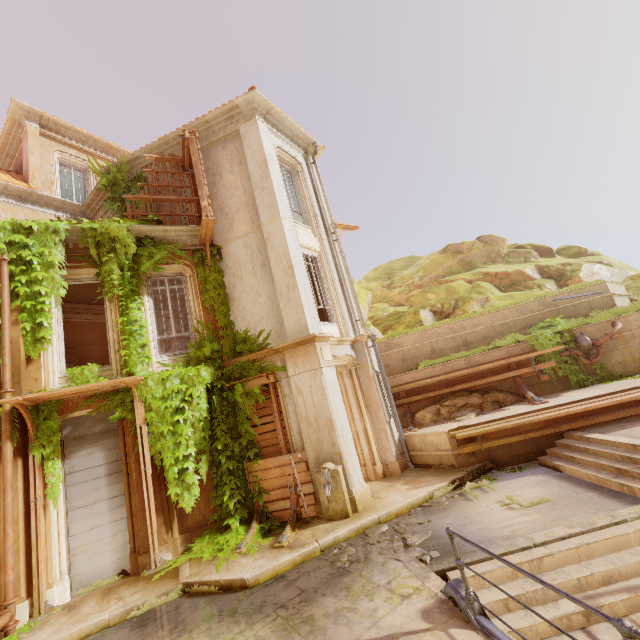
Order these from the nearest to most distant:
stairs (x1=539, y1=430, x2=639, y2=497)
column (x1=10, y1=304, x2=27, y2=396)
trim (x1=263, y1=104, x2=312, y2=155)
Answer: stairs (x1=539, y1=430, x2=639, y2=497) < column (x1=10, y1=304, x2=27, y2=396) < trim (x1=263, y1=104, x2=312, y2=155)

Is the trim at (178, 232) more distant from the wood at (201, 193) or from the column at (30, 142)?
the column at (30, 142)

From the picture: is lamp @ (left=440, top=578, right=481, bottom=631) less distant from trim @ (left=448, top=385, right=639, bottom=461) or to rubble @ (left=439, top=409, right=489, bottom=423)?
trim @ (left=448, top=385, right=639, bottom=461)

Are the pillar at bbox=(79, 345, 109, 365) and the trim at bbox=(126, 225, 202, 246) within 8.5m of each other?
no

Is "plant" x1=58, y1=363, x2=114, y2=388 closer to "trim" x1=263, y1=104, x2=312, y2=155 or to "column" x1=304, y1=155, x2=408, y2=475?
"column" x1=304, y1=155, x2=408, y2=475

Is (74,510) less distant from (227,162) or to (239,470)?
(239,470)

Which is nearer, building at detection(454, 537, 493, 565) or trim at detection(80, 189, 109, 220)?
building at detection(454, 537, 493, 565)

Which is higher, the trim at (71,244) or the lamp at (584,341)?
the trim at (71,244)
